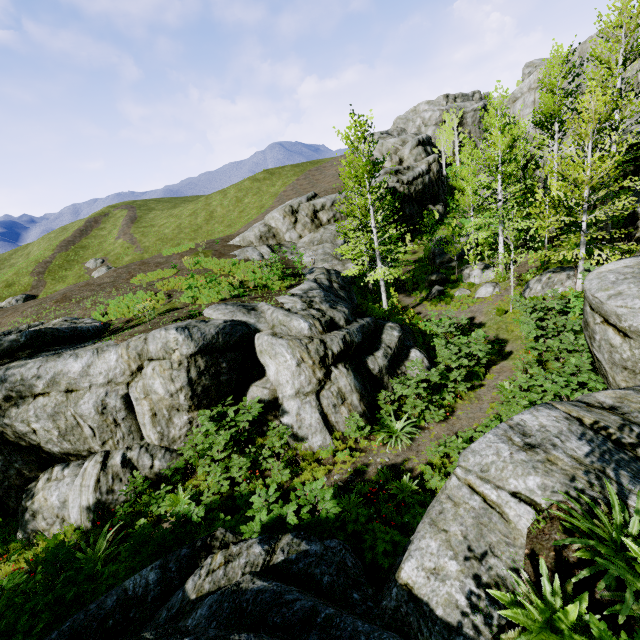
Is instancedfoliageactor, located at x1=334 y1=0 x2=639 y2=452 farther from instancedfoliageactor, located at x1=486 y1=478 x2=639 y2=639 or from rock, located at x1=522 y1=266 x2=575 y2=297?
instancedfoliageactor, located at x1=486 y1=478 x2=639 y2=639

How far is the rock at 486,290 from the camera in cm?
1891

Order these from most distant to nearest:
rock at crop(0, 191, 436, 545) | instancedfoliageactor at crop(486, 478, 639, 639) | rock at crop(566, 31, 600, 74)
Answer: rock at crop(566, 31, 600, 74) < rock at crop(0, 191, 436, 545) < instancedfoliageactor at crop(486, 478, 639, 639)

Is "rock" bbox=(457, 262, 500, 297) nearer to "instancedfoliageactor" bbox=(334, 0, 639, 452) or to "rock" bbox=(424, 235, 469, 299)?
"instancedfoliageactor" bbox=(334, 0, 639, 452)

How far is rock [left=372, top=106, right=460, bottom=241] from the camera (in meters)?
34.91

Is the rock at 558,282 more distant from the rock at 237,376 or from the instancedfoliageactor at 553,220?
the rock at 237,376

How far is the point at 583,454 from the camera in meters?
4.7 m

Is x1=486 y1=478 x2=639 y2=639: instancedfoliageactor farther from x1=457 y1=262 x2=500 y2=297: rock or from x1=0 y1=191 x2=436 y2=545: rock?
x1=457 y1=262 x2=500 y2=297: rock
